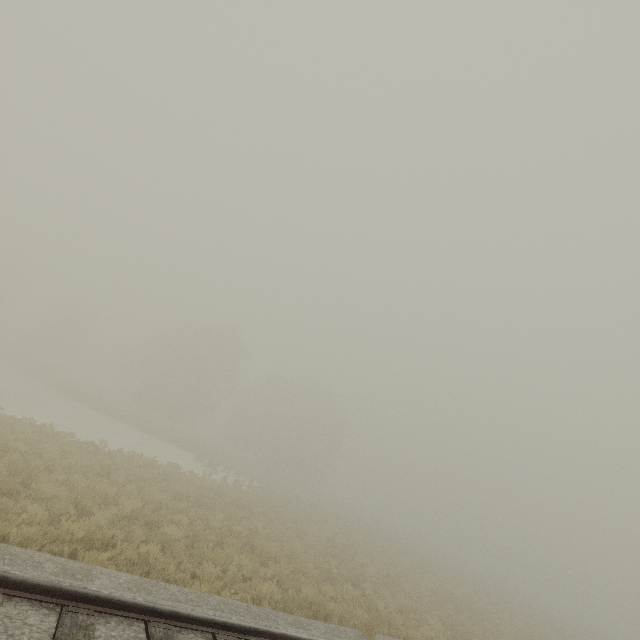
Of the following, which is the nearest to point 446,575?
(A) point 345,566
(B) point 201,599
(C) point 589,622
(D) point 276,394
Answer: (A) point 345,566
